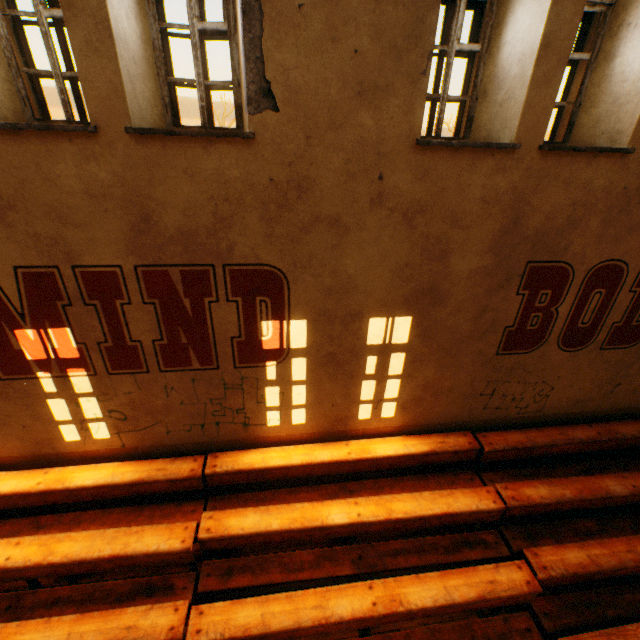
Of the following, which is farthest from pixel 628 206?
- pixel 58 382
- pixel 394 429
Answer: pixel 58 382
